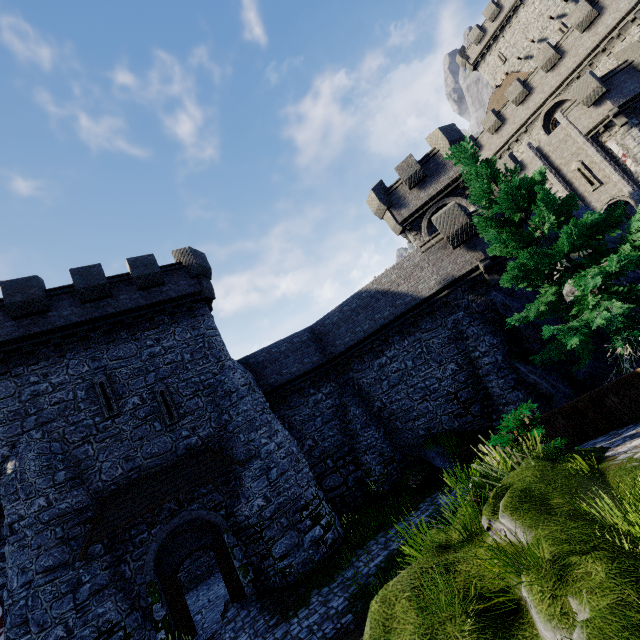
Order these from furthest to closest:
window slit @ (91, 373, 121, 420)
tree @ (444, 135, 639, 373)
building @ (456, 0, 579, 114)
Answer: building @ (456, 0, 579, 114), window slit @ (91, 373, 121, 420), tree @ (444, 135, 639, 373)

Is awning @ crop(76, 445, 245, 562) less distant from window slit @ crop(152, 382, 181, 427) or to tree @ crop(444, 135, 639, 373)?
window slit @ crop(152, 382, 181, 427)

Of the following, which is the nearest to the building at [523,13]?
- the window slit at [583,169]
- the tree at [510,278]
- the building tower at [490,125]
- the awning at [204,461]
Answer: the building tower at [490,125]

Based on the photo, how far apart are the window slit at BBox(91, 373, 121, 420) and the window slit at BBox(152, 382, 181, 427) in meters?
1.3

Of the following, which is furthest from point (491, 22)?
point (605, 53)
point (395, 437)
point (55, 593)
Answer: point (55, 593)

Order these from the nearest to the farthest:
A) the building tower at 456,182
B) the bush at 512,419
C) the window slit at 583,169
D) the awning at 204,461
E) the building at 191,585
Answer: the bush at 512,419 → the awning at 204,461 → the building at 191,585 → the building tower at 456,182 → the window slit at 583,169

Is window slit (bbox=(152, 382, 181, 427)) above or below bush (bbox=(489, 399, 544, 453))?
above

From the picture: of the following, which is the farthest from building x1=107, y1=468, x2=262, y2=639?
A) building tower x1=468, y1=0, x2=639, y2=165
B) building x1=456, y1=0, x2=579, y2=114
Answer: building x1=456, y1=0, x2=579, y2=114
